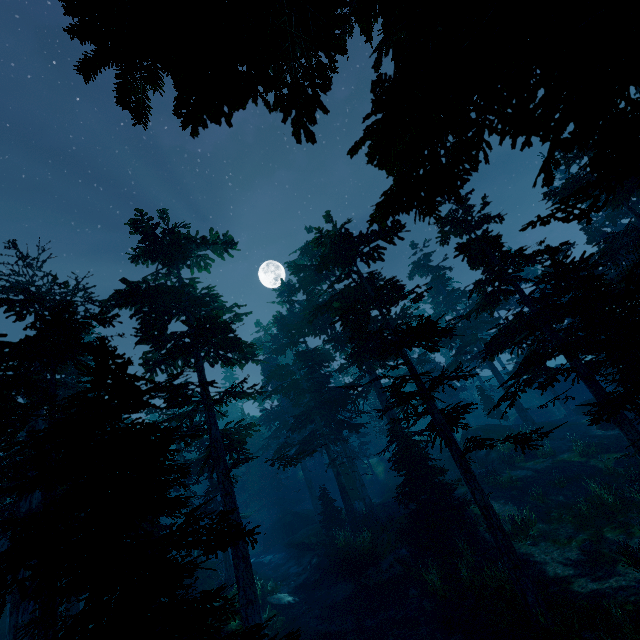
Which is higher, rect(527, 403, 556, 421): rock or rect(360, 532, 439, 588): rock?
rect(527, 403, 556, 421): rock

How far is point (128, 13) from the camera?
1.38m

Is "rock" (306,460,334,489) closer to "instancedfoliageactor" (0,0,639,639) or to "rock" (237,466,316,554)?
"instancedfoliageactor" (0,0,639,639)

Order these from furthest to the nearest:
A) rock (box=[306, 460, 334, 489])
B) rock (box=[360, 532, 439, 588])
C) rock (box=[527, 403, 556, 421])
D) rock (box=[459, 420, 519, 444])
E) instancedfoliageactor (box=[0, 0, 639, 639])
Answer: rock (box=[306, 460, 334, 489]) → rock (box=[527, 403, 556, 421]) → rock (box=[459, 420, 519, 444]) → rock (box=[360, 532, 439, 588]) → instancedfoliageactor (box=[0, 0, 639, 639])

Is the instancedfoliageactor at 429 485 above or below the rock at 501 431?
above

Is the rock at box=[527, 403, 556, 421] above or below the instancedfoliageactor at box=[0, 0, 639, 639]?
below

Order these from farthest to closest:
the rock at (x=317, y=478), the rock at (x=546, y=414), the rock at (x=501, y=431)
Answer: the rock at (x=317, y=478) → the rock at (x=546, y=414) → the rock at (x=501, y=431)

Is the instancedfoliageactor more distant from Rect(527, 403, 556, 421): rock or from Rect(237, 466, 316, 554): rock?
Rect(527, 403, 556, 421): rock
